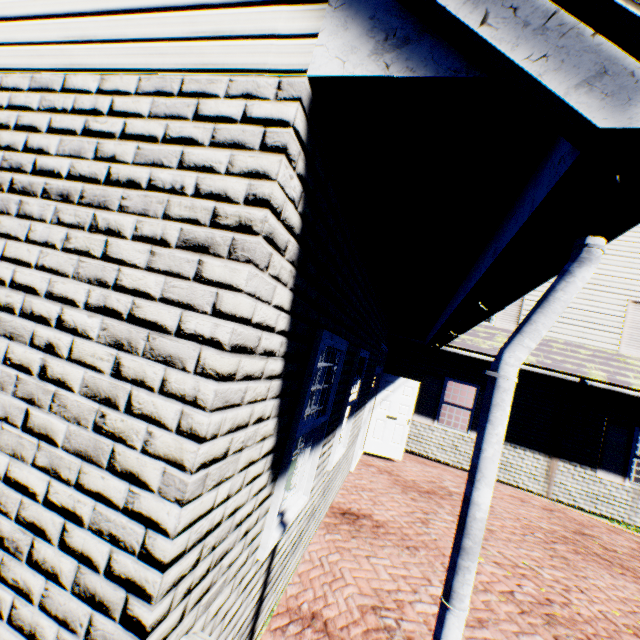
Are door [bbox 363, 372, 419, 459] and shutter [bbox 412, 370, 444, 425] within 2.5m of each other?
yes

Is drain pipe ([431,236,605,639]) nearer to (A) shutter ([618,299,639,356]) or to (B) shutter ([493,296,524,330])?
(B) shutter ([493,296,524,330])

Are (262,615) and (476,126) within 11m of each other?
yes

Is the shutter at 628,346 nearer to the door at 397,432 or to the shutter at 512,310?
the shutter at 512,310

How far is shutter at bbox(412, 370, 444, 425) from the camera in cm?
1017

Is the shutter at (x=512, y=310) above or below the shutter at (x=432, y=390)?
above

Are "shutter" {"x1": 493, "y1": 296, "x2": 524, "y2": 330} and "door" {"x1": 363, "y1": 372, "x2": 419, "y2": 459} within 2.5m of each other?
no

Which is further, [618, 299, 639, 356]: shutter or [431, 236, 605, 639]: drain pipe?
[618, 299, 639, 356]: shutter
